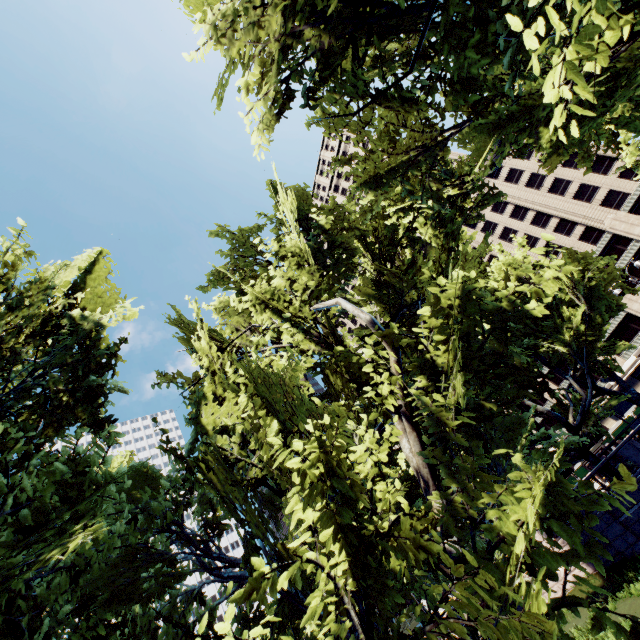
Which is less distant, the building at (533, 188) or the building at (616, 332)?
the building at (533, 188)

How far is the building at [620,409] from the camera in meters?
53.4

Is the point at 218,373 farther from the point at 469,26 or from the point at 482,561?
the point at 469,26

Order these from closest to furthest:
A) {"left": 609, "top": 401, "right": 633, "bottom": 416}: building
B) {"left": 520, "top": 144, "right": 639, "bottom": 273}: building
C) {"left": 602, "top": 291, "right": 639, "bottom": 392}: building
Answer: {"left": 520, "top": 144, "right": 639, "bottom": 273}: building
{"left": 602, "top": 291, "right": 639, "bottom": 392}: building
{"left": 609, "top": 401, "right": 633, "bottom": 416}: building

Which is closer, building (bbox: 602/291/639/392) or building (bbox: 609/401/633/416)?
building (bbox: 602/291/639/392)

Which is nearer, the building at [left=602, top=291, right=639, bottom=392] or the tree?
the tree
